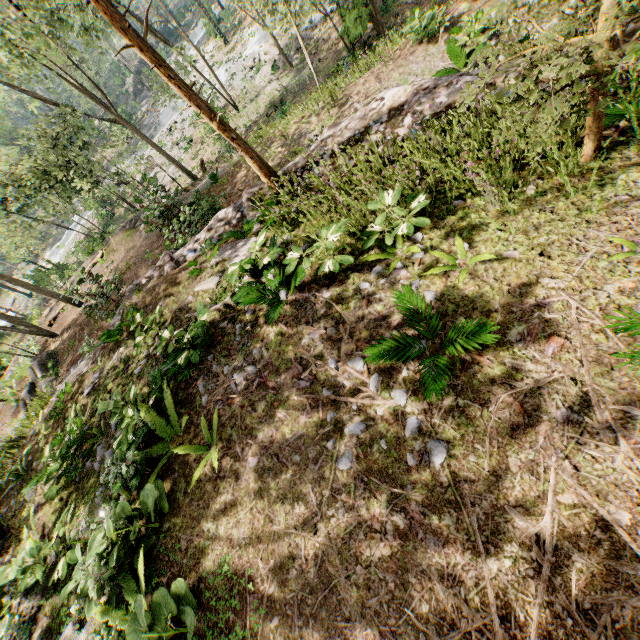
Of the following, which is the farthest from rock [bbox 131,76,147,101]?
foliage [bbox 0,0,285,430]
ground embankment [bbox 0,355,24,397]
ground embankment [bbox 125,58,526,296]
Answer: ground embankment [bbox 125,58,526,296]

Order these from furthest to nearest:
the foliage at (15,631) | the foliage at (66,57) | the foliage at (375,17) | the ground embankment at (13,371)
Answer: the ground embankment at (13,371)
the foliage at (375,17)
the foliage at (66,57)
the foliage at (15,631)

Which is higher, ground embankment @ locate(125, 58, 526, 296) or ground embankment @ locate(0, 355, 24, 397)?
ground embankment @ locate(125, 58, 526, 296)

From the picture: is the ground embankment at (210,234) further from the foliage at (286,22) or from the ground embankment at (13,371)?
the ground embankment at (13,371)

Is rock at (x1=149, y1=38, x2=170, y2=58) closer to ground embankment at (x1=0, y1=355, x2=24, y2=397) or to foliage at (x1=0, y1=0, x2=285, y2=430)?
foliage at (x1=0, y1=0, x2=285, y2=430)

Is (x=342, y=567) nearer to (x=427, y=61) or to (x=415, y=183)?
(x=415, y=183)

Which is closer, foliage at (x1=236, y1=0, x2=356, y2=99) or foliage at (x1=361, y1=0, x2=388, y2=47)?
foliage at (x1=236, y1=0, x2=356, y2=99)
